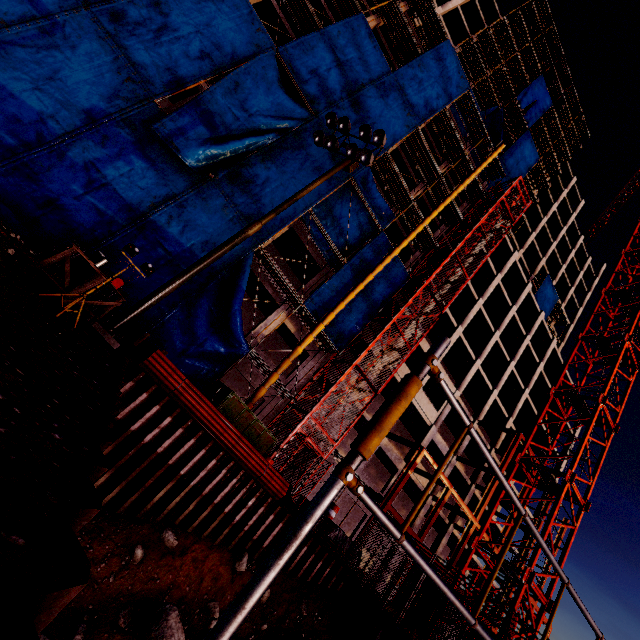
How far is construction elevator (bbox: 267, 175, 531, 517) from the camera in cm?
1753

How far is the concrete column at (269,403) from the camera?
19.06m

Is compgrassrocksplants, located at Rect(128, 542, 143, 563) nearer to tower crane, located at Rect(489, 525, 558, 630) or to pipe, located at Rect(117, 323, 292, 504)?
pipe, located at Rect(117, 323, 292, 504)

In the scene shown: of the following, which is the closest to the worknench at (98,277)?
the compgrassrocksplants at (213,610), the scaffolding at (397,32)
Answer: the compgrassrocksplants at (213,610)

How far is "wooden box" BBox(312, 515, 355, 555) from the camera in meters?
15.5

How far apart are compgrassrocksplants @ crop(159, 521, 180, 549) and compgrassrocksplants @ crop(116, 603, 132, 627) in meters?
1.5

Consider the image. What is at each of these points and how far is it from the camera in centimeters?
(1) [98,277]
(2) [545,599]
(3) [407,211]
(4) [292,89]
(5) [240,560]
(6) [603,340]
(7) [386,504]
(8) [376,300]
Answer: (1) worknench, 663cm
(2) tower crane, 1409cm
(3) scaffolding, 2444cm
(4) scaffolding, 1922cm
(5) compgrassrocksplants, 1021cm
(6) tower crane, 2052cm
(7) steel beam, 1873cm
(8) tarp, 2139cm

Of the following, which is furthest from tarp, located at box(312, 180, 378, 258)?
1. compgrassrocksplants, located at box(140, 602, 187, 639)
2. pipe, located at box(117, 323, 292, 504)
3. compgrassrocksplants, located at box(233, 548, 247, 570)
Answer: compgrassrocksplants, located at box(140, 602, 187, 639)
